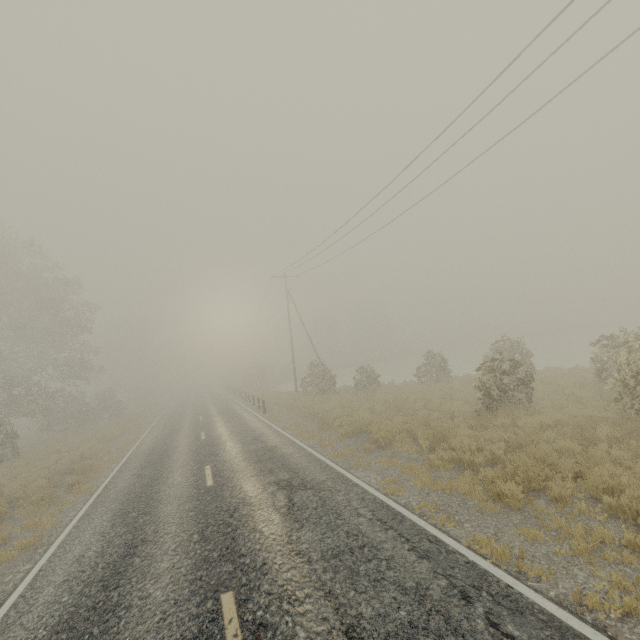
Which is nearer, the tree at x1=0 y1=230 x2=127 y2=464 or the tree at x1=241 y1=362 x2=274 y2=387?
the tree at x1=0 y1=230 x2=127 y2=464

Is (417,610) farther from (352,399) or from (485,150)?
Answer: (352,399)

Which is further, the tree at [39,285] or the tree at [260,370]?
the tree at [260,370]

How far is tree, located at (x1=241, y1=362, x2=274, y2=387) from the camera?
51.8 meters

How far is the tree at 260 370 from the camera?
51.8m
